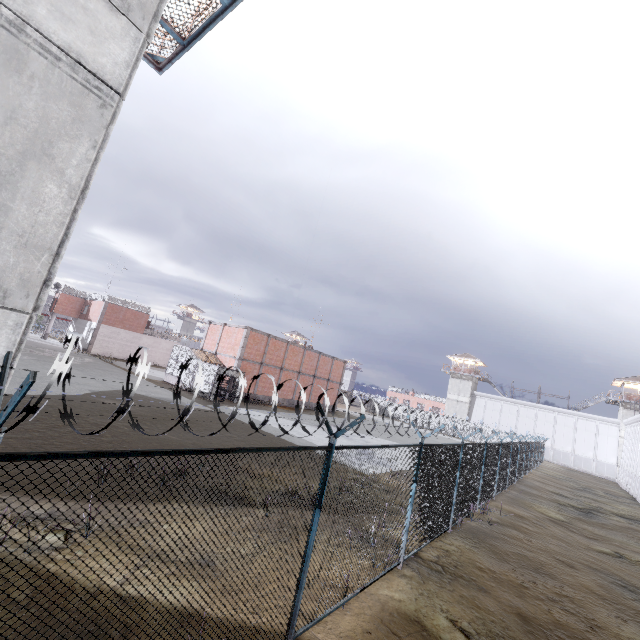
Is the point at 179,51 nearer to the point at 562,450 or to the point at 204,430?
the point at 204,430

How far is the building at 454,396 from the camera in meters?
58.0

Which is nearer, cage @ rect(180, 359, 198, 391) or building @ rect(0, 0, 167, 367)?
building @ rect(0, 0, 167, 367)

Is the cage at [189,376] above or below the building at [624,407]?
below

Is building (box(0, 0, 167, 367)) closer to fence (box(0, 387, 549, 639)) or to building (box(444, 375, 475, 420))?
fence (box(0, 387, 549, 639))

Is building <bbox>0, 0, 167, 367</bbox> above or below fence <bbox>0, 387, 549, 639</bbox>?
above

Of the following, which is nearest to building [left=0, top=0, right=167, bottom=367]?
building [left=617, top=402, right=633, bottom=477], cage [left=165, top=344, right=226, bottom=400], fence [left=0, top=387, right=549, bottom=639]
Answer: fence [left=0, top=387, right=549, bottom=639]

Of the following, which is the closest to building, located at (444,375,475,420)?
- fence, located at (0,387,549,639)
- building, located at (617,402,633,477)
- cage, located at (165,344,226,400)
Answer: fence, located at (0,387,549,639)
